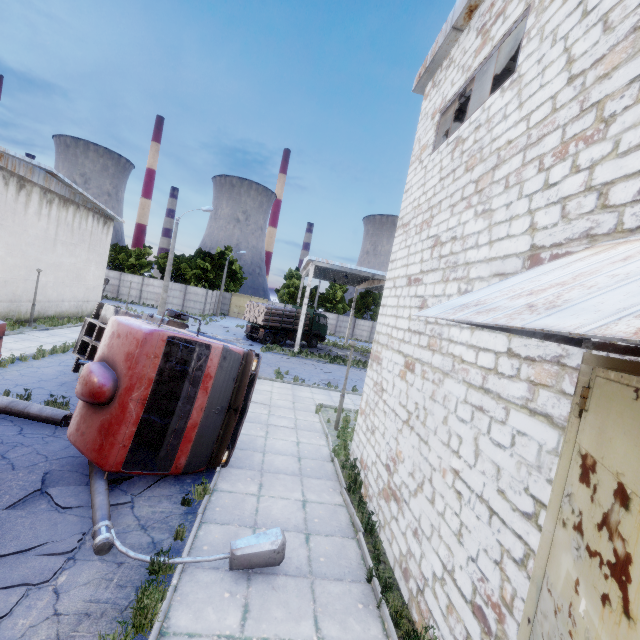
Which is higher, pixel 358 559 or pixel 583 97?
pixel 583 97

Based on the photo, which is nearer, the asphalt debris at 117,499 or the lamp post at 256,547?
the lamp post at 256,547

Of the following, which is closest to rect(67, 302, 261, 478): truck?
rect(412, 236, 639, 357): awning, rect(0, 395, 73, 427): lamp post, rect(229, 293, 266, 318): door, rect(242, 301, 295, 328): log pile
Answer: rect(0, 395, 73, 427): lamp post

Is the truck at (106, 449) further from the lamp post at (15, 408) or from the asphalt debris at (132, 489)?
the lamp post at (15, 408)

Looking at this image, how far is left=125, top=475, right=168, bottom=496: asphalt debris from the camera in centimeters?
634cm

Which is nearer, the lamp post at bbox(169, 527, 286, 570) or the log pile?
the lamp post at bbox(169, 527, 286, 570)

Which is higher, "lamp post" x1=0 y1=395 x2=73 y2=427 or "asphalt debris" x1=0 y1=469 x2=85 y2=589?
"lamp post" x1=0 y1=395 x2=73 y2=427

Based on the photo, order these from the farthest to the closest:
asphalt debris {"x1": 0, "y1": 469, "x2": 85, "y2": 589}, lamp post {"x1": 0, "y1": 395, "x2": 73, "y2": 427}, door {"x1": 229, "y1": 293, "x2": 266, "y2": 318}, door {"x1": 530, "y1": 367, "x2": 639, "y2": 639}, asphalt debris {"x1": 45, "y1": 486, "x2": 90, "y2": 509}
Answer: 1. door {"x1": 229, "y1": 293, "x2": 266, "y2": 318}
2. lamp post {"x1": 0, "y1": 395, "x2": 73, "y2": 427}
3. asphalt debris {"x1": 45, "y1": 486, "x2": 90, "y2": 509}
4. asphalt debris {"x1": 0, "y1": 469, "x2": 85, "y2": 589}
5. door {"x1": 530, "y1": 367, "x2": 639, "y2": 639}
